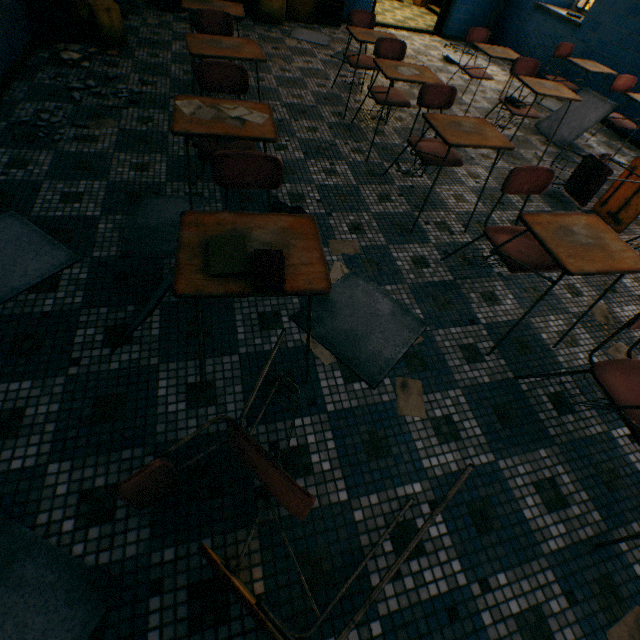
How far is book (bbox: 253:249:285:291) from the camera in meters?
1.1

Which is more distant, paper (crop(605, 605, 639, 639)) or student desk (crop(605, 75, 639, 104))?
student desk (crop(605, 75, 639, 104))

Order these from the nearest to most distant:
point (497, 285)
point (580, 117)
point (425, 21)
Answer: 1. point (497, 285)
2. point (580, 117)
3. point (425, 21)

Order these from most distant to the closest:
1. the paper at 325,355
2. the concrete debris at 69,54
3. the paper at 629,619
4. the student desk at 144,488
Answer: the concrete debris at 69,54 → the paper at 325,355 → the paper at 629,619 → the student desk at 144,488

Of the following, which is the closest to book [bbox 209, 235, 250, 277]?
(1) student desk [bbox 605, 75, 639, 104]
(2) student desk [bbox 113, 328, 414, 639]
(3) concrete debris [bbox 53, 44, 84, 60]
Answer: (2) student desk [bbox 113, 328, 414, 639]

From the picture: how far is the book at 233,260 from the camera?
1.1m

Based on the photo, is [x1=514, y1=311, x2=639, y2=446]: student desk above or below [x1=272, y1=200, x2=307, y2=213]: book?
above

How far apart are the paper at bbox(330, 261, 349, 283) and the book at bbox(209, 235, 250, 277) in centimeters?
101cm
